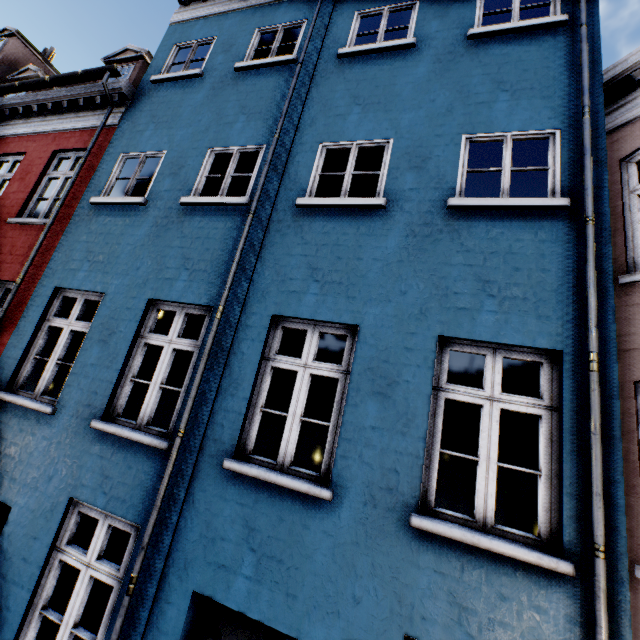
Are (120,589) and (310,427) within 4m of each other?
no
